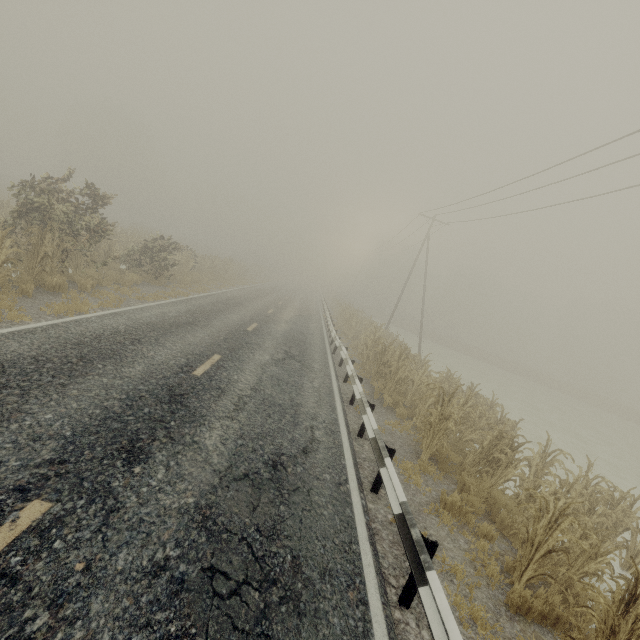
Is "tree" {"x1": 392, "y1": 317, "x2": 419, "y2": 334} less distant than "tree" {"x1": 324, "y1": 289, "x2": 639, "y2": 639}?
No

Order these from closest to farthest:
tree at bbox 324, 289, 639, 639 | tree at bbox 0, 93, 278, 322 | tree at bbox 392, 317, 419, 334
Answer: tree at bbox 324, 289, 639, 639 < tree at bbox 0, 93, 278, 322 < tree at bbox 392, 317, 419, 334

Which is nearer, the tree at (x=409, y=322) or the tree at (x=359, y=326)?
the tree at (x=359, y=326)

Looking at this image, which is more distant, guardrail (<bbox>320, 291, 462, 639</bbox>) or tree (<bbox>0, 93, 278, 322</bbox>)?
tree (<bbox>0, 93, 278, 322</bbox>)

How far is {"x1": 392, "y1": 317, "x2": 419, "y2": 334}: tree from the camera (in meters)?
54.28

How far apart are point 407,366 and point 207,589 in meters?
9.8

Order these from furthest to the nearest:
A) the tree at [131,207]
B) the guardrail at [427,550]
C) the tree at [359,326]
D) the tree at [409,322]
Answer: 1. the tree at [409,322]
2. the tree at [131,207]
3. the tree at [359,326]
4. the guardrail at [427,550]
